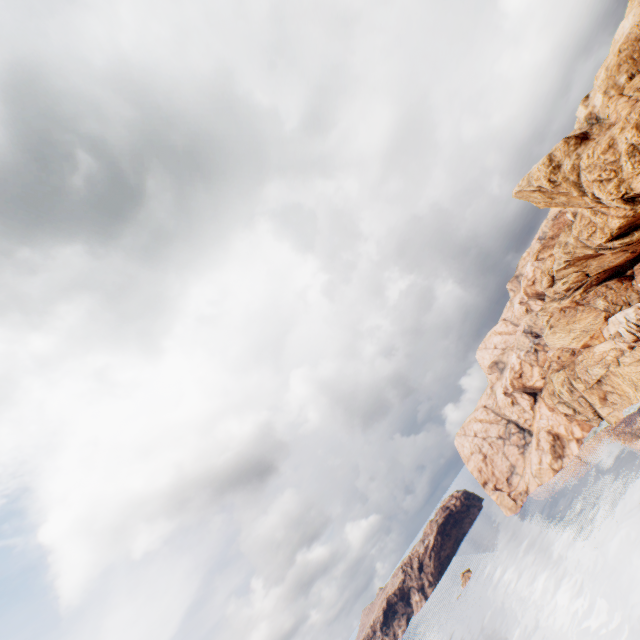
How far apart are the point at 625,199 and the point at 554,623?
71.1m
